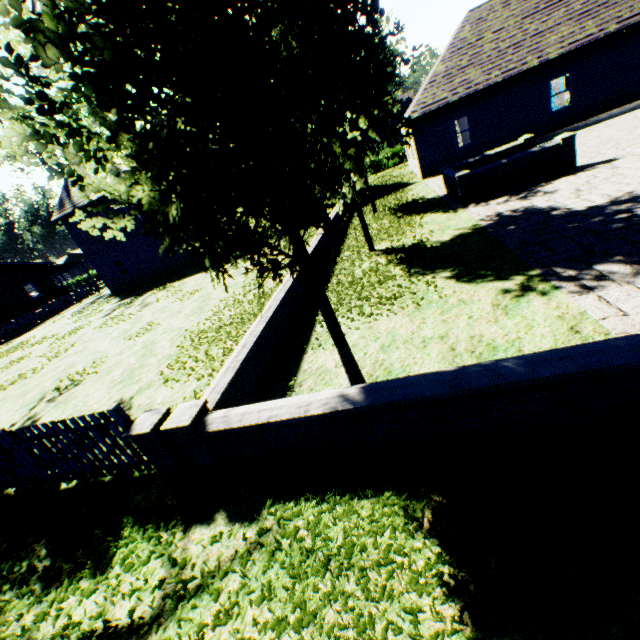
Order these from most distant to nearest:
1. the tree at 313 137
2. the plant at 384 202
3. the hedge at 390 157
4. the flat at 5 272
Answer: the hedge at 390 157 → the flat at 5 272 → the plant at 384 202 → the tree at 313 137

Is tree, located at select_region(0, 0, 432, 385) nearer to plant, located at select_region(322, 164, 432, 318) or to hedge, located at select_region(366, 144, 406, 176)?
plant, located at select_region(322, 164, 432, 318)

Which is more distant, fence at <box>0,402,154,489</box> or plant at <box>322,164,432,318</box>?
plant at <box>322,164,432,318</box>

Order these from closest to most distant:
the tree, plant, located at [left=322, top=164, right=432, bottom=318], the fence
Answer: the tree, the fence, plant, located at [left=322, top=164, right=432, bottom=318]

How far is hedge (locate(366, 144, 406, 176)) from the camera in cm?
3575

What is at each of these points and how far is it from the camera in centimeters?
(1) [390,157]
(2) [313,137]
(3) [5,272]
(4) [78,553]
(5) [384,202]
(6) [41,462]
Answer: (1) hedge, 3606cm
(2) tree, 352cm
(3) flat, 3147cm
(4) plant, 391cm
(5) plant, 1806cm
(6) fence, 519cm

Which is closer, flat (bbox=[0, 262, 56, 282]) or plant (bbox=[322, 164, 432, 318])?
plant (bbox=[322, 164, 432, 318])

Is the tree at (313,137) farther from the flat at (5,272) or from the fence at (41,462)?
the flat at (5,272)
